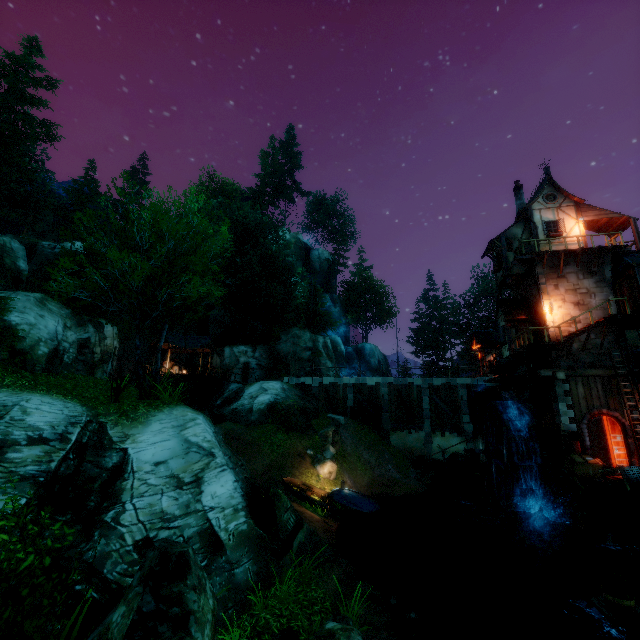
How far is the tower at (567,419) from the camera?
18.06m

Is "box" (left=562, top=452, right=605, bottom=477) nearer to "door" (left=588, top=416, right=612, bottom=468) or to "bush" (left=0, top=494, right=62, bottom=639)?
"door" (left=588, top=416, right=612, bottom=468)

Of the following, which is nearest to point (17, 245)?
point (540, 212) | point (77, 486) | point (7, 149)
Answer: point (7, 149)

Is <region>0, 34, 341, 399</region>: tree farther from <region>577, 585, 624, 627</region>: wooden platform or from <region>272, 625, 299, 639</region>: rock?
<region>272, 625, 299, 639</region>: rock

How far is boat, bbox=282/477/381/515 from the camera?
17.38m

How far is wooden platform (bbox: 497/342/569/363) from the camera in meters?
18.4 m

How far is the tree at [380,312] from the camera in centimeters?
5709cm

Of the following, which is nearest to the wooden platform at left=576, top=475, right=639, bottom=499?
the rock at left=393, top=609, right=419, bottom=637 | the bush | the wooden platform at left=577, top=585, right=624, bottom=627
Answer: the wooden platform at left=577, top=585, right=624, bottom=627
